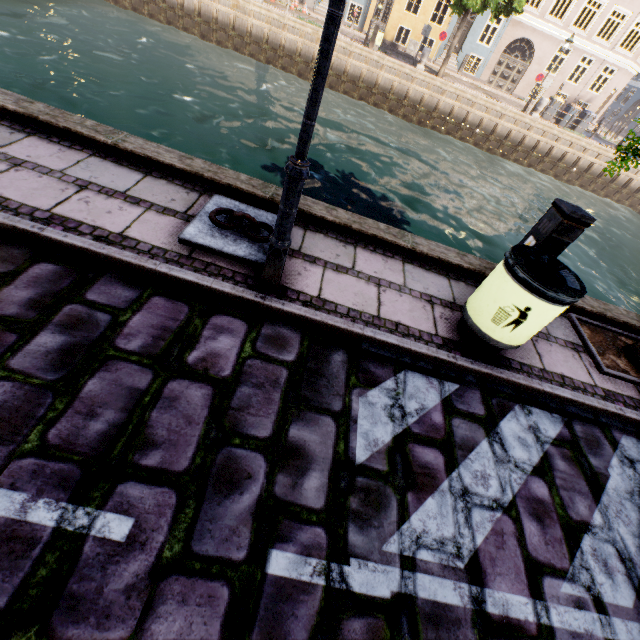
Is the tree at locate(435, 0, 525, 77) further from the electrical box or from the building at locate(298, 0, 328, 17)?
the building at locate(298, 0, 328, 17)

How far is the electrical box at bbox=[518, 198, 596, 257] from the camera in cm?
341

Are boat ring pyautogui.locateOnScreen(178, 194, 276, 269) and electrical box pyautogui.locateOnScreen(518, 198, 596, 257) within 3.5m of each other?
yes

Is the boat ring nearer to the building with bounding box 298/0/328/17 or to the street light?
the street light

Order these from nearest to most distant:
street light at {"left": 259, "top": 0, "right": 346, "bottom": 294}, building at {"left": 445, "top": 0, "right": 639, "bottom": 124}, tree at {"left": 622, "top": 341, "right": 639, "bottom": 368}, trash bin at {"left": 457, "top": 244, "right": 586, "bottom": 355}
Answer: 1. street light at {"left": 259, "top": 0, "right": 346, "bottom": 294}
2. trash bin at {"left": 457, "top": 244, "right": 586, "bottom": 355}
3. tree at {"left": 622, "top": 341, "right": 639, "bottom": 368}
4. building at {"left": 445, "top": 0, "right": 639, "bottom": 124}

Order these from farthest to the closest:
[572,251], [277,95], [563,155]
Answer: [563,155] → [277,95] → [572,251]

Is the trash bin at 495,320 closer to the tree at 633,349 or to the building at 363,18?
the tree at 633,349

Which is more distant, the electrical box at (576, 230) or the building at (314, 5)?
the building at (314, 5)
